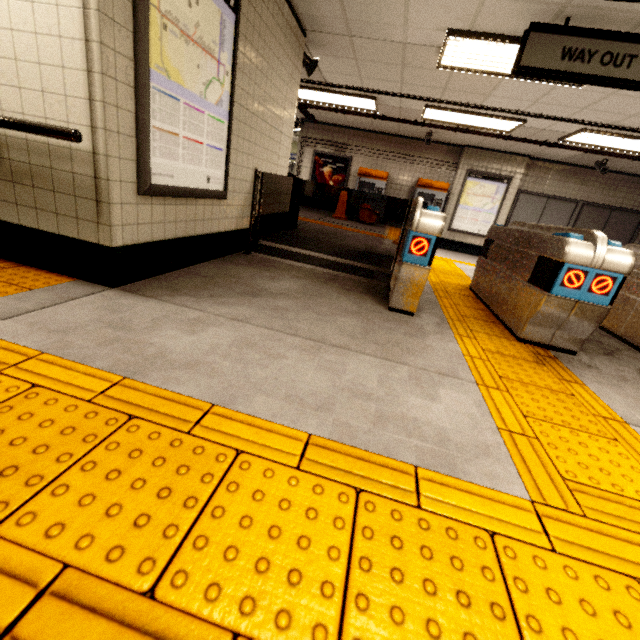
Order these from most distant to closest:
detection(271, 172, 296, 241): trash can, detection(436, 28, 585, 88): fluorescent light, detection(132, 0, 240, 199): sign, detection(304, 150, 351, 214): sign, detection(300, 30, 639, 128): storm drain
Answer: detection(304, 150, 351, 214): sign < detection(271, 172, 296, 241): trash can < detection(300, 30, 639, 128): storm drain < detection(436, 28, 585, 88): fluorescent light < detection(132, 0, 240, 199): sign

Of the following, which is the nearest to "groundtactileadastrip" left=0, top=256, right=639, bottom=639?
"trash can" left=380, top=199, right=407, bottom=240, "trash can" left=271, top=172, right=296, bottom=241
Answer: "trash can" left=380, top=199, right=407, bottom=240

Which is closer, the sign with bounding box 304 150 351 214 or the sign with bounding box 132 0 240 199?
the sign with bounding box 132 0 240 199

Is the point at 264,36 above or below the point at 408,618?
above

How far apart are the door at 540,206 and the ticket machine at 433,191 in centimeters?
208cm

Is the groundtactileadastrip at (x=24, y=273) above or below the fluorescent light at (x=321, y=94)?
below

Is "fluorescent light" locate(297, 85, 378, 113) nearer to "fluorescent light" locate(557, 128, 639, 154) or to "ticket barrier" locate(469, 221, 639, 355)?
"ticket barrier" locate(469, 221, 639, 355)

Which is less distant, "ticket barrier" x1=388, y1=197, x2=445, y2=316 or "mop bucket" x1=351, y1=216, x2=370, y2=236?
"ticket barrier" x1=388, y1=197, x2=445, y2=316
